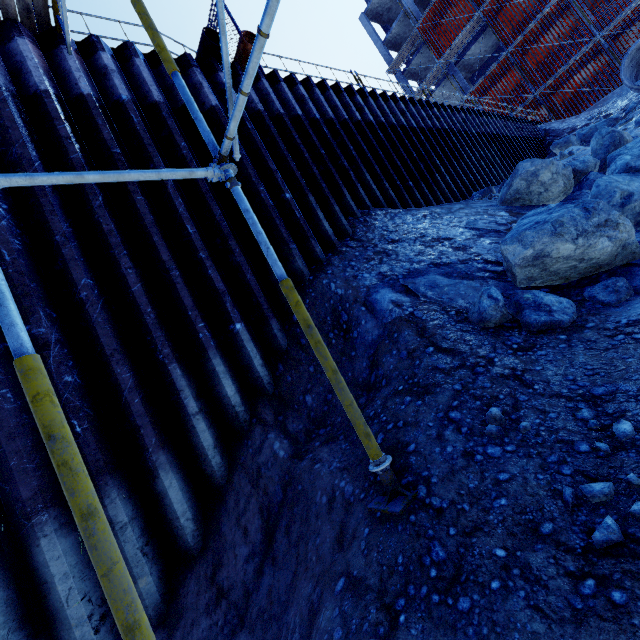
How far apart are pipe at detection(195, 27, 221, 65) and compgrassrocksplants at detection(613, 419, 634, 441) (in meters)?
8.16

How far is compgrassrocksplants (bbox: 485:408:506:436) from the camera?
2.15m

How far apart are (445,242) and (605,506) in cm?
443

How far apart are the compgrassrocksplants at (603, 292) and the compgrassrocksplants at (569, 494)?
2.0m

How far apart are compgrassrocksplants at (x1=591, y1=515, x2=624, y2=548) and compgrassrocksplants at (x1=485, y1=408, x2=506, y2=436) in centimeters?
84cm

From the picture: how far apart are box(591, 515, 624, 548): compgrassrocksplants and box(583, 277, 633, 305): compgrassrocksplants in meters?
2.2 m

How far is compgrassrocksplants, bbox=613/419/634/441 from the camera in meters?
1.7

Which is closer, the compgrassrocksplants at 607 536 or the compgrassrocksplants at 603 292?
the compgrassrocksplants at 607 536
